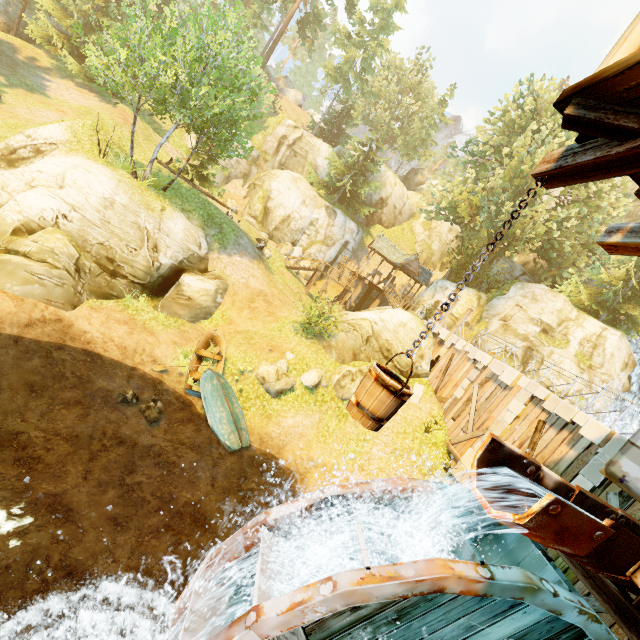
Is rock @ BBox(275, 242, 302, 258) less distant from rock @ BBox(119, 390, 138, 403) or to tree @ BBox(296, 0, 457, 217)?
tree @ BBox(296, 0, 457, 217)

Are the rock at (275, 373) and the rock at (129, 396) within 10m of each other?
yes

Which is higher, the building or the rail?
the building

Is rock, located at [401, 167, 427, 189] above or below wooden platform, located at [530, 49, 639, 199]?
above

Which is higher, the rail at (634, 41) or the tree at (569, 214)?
the tree at (569, 214)

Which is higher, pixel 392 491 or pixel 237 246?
pixel 392 491

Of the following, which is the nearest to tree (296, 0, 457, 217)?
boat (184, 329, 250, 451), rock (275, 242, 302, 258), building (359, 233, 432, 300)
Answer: building (359, 233, 432, 300)

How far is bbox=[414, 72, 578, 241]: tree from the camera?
22.6 meters
